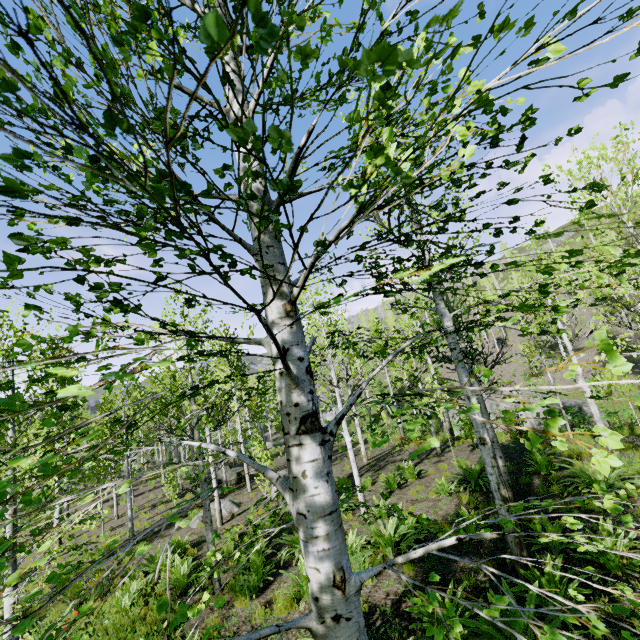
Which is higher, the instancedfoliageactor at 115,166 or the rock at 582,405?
the instancedfoliageactor at 115,166

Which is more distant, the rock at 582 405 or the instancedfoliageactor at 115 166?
the rock at 582 405

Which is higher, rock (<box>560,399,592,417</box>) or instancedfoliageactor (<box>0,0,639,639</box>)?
instancedfoliageactor (<box>0,0,639,639</box>)

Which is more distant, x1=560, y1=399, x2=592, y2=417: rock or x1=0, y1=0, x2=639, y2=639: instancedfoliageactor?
x1=560, y1=399, x2=592, y2=417: rock

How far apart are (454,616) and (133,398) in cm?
3281

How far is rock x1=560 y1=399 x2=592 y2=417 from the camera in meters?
19.7 m
